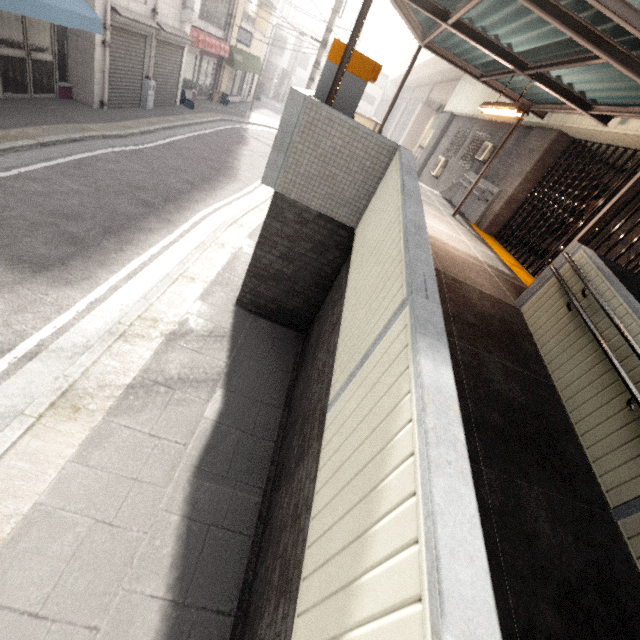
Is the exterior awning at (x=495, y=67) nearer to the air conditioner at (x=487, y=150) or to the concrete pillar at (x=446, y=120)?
the air conditioner at (x=487, y=150)

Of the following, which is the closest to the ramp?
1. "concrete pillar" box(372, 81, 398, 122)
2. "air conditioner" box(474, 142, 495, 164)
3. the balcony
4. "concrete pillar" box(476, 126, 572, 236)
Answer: "concrete pillar" box(476, 126, 572, 236)

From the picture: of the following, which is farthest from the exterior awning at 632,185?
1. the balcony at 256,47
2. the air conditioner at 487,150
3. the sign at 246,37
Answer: the balcony at 256,47

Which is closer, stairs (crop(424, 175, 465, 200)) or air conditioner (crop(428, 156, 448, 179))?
stairs (crop(424, 175, 465, 200))

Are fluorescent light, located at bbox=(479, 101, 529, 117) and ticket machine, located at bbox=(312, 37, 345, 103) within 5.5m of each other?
yes

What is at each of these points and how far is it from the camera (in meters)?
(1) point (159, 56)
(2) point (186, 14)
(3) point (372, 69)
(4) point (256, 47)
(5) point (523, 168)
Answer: (1) rolling shutter, 12.22
(2) ducting, 12.43
(3) ticket machine, 4.30
(4) balcony, 22.47
(5) concrete pillar, 9.16

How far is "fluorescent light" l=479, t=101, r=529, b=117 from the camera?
5.4m

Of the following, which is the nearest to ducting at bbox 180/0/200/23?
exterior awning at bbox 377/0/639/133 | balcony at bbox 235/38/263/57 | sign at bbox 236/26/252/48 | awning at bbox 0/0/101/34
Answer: awning at bbox 0/0/101/34
